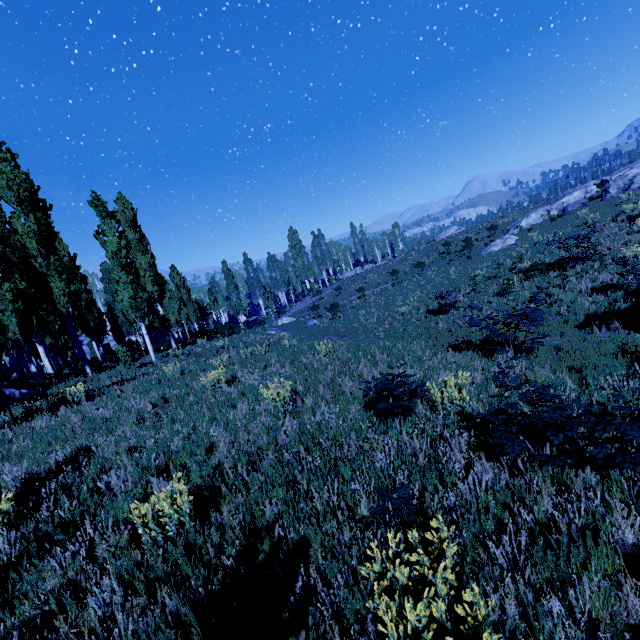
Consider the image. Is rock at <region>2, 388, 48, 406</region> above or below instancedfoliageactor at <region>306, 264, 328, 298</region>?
below

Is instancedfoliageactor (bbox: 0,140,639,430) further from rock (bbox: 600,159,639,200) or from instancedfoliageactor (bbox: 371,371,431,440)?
rock (bbox: 600,159,639,200)

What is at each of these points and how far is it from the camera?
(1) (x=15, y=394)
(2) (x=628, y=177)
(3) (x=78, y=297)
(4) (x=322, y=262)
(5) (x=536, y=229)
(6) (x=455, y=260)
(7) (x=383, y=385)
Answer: (1) rock, 12.06m
(2) rock, 24.33m
(3) instancedfoliageactor, 17.27m
(4) instancedfoliageactor, 56.44m
(5) instancedfoliageactor, 27.05m
(6) instancedfoliageactor, 31.69m
(7) instancedfoliageactor, 5.20m

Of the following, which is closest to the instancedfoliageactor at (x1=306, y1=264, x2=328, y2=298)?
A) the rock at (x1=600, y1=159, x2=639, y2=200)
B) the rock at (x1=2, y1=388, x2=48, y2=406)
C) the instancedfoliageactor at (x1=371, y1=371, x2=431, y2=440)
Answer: the instancedfoliageactor at (x1=371, y1=371, x2=431, y2=440)

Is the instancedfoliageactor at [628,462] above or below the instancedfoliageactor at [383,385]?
below

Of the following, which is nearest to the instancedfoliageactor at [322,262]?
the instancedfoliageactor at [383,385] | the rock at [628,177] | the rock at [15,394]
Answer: the instancedfoliageactor at [383,385]
